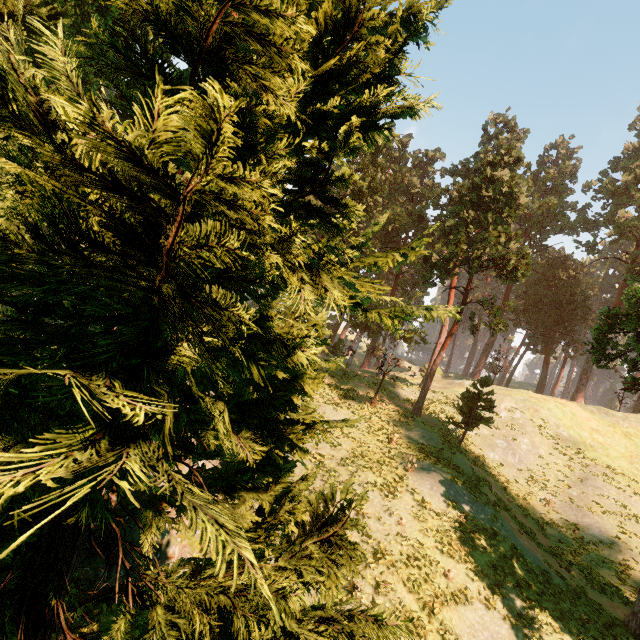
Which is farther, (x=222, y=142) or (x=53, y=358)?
(x=53, y=358)

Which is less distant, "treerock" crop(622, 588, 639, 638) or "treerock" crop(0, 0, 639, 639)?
"treerock" crop(0, 0, 639, 639)

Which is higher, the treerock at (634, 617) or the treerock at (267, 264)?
the treerock at (267, 264)

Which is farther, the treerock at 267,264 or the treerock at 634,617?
the treerock at 634,617

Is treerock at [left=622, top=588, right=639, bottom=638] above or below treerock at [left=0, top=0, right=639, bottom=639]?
below
